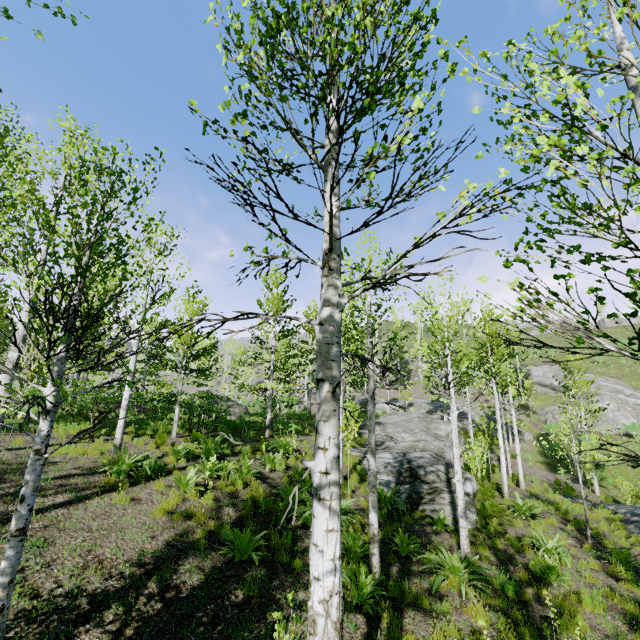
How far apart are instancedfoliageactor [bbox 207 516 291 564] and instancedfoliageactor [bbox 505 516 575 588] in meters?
8.1

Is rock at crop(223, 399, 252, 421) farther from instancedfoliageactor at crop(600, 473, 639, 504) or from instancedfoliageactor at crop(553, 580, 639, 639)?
instancedfoliageactor at crop(600, 473, 639, 504)

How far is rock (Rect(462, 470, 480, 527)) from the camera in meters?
11.1

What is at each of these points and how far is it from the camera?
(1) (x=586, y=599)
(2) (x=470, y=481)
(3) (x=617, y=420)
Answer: (1) instancedfoliageactor, 7.2 meters
(2) rock, 14.2 meters
(3) rock, 29.4 meters

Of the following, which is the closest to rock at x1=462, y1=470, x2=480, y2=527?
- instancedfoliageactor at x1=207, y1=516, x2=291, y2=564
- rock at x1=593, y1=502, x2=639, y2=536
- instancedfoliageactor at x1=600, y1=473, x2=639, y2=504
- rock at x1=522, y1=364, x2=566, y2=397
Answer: rock at x1=593, y1=502, x2=639, y2=536

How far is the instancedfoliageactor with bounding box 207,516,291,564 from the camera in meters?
6.5

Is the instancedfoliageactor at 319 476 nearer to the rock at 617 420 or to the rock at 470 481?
the rock at 470 481

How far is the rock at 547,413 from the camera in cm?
3164
